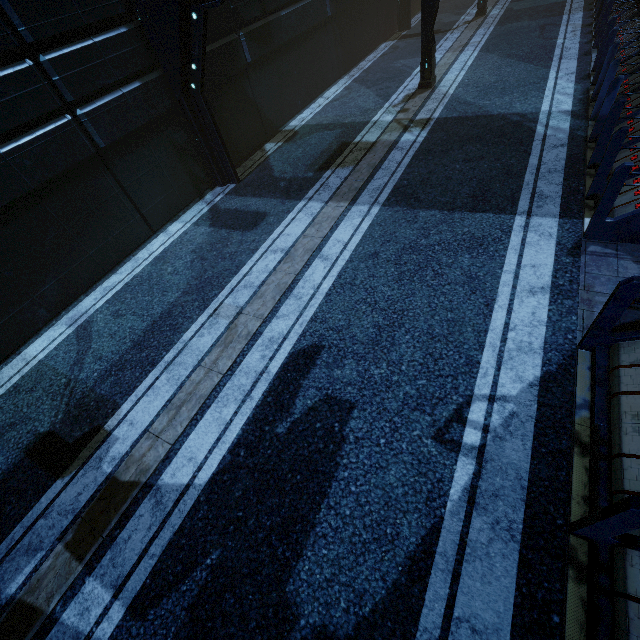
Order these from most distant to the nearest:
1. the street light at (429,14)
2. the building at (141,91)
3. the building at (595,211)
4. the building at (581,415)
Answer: the street light at (429,14), the building at (141,91), the building at (595,211), the building at (581,415)

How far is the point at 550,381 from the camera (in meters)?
4.13

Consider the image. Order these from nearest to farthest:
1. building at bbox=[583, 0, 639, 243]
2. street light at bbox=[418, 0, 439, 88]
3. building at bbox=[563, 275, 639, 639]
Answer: building at bbox=[563, 275, 639, 639]
building at bbox=[583, 0, 639, 243]
street light at bbox=[418, 0, 439, 88]

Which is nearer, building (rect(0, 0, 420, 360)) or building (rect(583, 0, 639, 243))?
building (rect(583, 0, 639, 243))

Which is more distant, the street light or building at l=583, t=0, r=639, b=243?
the street light

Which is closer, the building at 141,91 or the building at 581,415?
the building at 581,415
